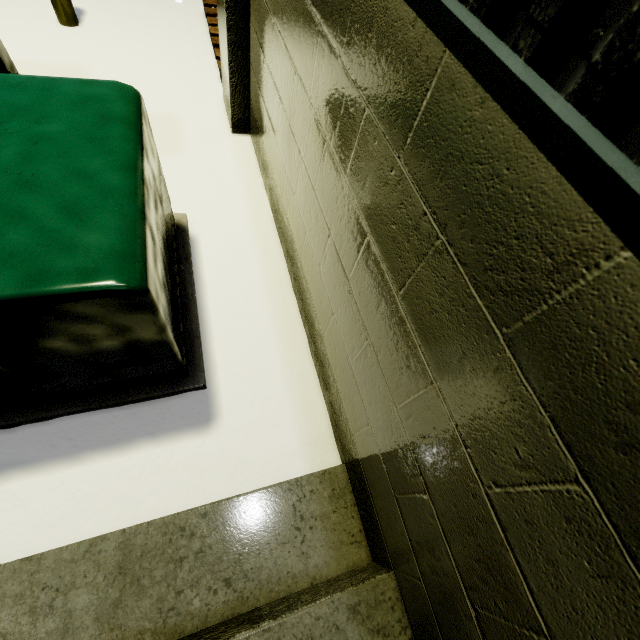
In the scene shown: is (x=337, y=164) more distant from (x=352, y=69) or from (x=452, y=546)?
(x=452, y=546)

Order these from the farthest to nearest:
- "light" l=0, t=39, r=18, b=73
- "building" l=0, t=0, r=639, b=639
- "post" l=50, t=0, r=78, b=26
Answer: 1. "post" l=50, t=0, r=78, b=26
2. "light" l=0, t=39, r=18, b=73
3. "building" l=0, t=0, r=639, b=639

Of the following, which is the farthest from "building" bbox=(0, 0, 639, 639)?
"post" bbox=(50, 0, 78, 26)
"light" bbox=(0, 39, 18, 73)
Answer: "post" bbox=(50, 0, 78, 26)

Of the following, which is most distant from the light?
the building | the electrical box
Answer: the building

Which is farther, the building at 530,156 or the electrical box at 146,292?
the electrical box at 146,292

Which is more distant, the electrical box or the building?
the electrical box

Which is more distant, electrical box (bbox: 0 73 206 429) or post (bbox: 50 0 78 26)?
post (bbox: 50 0 78 26)

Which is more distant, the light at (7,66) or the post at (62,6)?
the post at (62,6)
